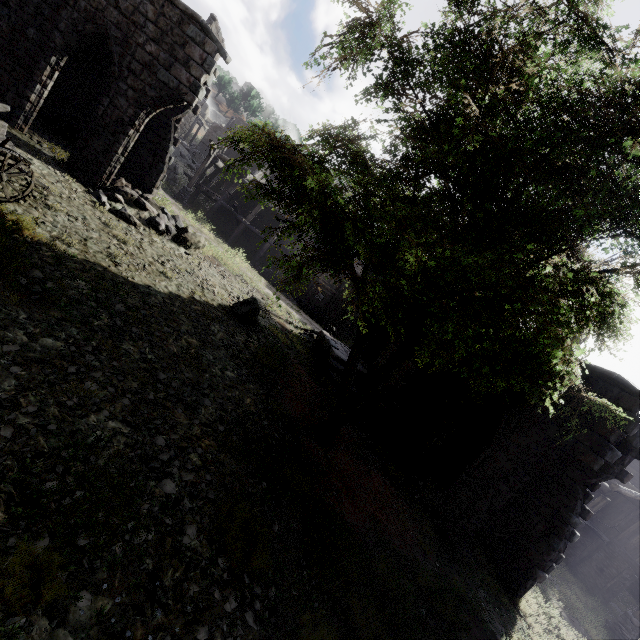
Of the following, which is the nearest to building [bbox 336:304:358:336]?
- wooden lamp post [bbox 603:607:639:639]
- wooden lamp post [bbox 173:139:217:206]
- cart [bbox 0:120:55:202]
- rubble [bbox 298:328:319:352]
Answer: rubble [bbox 298:328:319:352]

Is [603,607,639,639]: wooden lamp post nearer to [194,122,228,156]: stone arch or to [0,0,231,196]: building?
[0,0,231,196]: building

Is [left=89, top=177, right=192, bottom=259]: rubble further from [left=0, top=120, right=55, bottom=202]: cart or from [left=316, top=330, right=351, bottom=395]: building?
[left=0, top=120, right=55, bottom=202]: cart

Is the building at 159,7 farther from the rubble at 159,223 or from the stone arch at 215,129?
the stone arch at 215,129

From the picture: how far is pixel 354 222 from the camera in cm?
581

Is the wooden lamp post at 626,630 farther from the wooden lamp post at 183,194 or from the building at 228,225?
the wooden lamp post at 183,194

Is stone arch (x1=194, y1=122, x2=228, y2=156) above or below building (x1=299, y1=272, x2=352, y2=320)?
above
